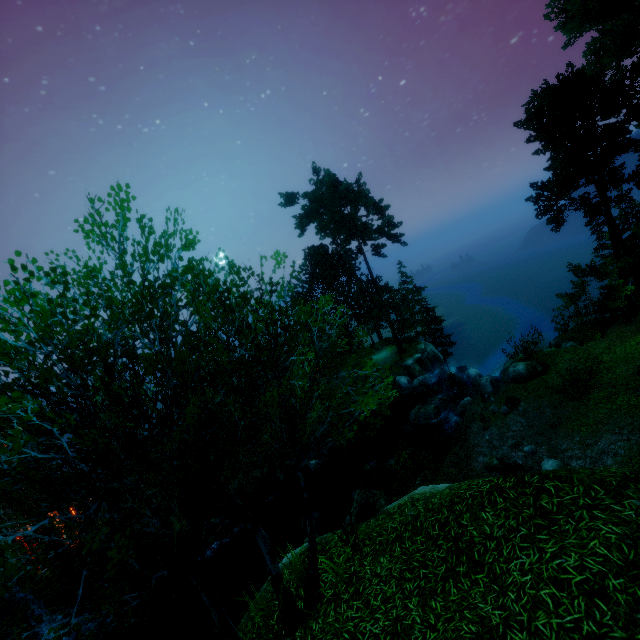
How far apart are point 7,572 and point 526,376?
23.1 meters

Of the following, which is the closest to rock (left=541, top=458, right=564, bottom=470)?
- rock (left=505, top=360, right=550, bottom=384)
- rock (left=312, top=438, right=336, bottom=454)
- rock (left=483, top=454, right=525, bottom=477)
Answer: rock (left=483, top=454, right=525, bottom=477)

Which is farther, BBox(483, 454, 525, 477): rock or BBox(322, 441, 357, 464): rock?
BBox(322, 441, 357, 464): rock

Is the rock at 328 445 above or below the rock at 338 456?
above

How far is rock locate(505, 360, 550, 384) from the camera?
19.9 meters

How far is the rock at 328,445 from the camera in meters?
25.6

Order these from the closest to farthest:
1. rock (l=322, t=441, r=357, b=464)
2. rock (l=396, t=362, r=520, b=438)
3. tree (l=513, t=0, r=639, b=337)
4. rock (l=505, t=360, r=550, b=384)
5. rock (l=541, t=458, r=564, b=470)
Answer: rock (l=541, t=458, r=564, b=470), tree (l=513, t=0, r=639, b=337), rock (l=505, t=360, r=550, b=384), rock (l=396, t=362, r=520, b=438), rock (l=322, t=441, r=357, b=464)

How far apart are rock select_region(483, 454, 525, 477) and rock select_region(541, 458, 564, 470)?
0.2m
